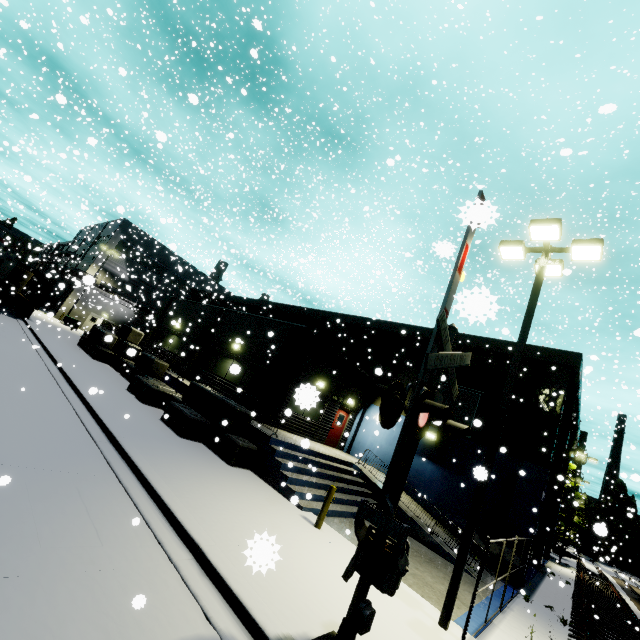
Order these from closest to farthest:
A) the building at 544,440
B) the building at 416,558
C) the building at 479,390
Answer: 1. the building at 416,558
2. the building at 544,440
3. the building at 479,390

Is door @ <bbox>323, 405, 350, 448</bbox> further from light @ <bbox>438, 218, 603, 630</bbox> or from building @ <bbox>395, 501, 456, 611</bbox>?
light @ <bbox>438, 218, 603, 630</bbox>

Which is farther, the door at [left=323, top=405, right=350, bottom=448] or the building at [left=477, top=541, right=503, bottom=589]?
the door at [left=323, top=405, right=350, bottom=448]

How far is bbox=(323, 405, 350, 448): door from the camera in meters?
19.3

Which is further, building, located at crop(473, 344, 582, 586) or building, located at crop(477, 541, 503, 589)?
building, located at crop(473, 344, 582, 586)

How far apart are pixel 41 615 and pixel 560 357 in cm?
1939

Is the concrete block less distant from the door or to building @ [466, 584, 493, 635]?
building @ [466, 584, 493, 635]

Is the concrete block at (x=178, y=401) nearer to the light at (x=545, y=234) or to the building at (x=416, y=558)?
the building at (x=416, y=558)
